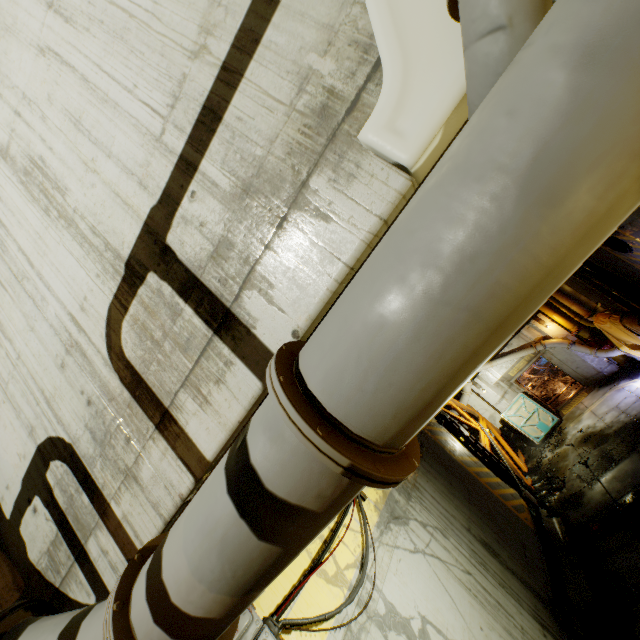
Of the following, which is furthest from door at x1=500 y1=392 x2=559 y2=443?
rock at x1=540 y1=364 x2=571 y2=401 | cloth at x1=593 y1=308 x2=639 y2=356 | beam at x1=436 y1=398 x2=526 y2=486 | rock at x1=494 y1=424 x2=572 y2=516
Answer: cloth at x1=593 y1=308 x2=639 y2=356

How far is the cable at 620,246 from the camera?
9.2 meters

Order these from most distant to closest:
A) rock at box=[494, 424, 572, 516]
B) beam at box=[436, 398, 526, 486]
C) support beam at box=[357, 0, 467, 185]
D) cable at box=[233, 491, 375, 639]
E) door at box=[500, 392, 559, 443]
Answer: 1. door at box=[500, 392, 559, 443]
2. beam at box=[436, 398, 526, 486]
3. rock at box=[494, 424, 572, 516]
4. cable at box=[233, 491, 375, 639]
5. support beam at box=[357, 0, 467, 185]

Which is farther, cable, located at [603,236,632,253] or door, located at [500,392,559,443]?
door, located at [500,392,559,443]

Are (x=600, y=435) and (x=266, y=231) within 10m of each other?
no

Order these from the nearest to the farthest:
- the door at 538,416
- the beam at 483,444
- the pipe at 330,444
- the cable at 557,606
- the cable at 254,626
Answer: the pipe at 330,444 < the cable at 254,626 < the cable at 557,606 < the beam at 483,444 < the door at 538,416

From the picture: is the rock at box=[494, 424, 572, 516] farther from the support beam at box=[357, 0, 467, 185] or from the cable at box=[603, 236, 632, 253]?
the support beam at box=[357, 0, 467, 185]

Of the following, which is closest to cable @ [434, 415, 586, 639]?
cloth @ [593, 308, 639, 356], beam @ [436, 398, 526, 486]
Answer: beam @ [436, 398, 526, 486]
